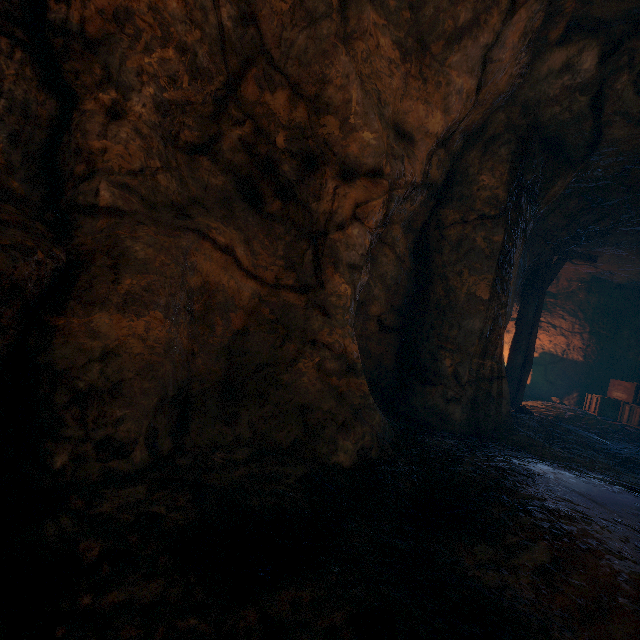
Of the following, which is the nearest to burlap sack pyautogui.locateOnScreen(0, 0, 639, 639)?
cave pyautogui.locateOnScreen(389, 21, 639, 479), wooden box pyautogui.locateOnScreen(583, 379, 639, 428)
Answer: cave pyautogui.locateOnScreen(389, 21, 639, 479)

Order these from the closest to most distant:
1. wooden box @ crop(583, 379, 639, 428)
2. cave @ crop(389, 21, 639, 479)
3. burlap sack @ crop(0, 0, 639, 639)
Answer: burlap sack @ crop(0, 0, 639, 639), cave @ crop(389, 21, 639, 479), wooden box @ crop(583, 379, 639, 428)

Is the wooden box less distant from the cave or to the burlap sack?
the cave

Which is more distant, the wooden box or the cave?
the wooden box

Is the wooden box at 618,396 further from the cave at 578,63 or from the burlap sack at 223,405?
the burlap sack at 223,405

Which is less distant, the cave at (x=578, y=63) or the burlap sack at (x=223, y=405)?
the burlap sack at (x=223, y=405)

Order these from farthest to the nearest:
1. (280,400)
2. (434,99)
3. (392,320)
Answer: (392,320) < (434,99) < (280,400)
